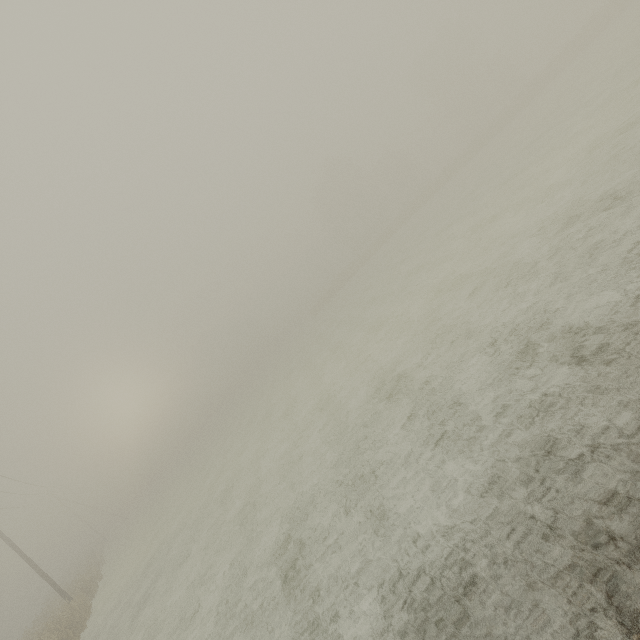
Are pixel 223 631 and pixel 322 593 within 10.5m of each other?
yes
